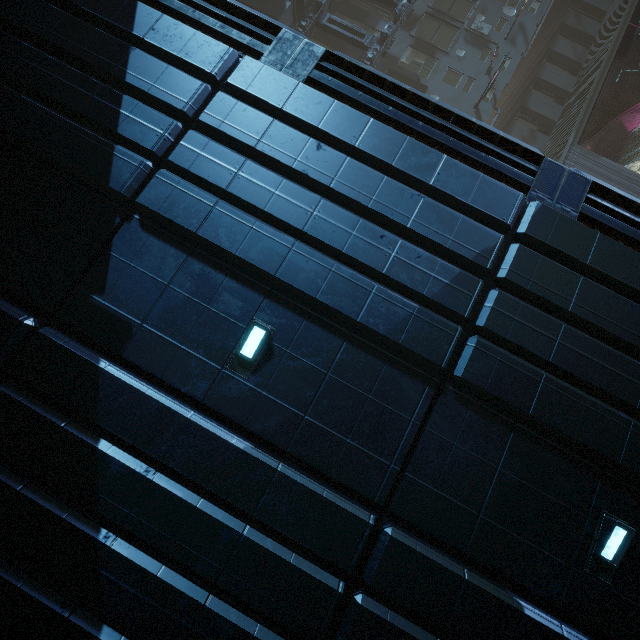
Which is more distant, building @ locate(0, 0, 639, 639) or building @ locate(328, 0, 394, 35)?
building @ locate(328, 0, 394, 35)

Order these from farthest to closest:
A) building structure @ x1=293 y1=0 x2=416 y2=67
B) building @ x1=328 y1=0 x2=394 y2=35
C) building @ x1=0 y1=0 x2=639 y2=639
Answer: building @ x1=328 y1=0 x2=394 y2=35 < building structure @ x1=293 y1=0 x2=416 y2=67 < building @ x1=0 y1=0 x2=639 y2=639

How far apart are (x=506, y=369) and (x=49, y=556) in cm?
701

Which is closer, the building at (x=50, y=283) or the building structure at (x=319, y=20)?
the building at (x=50, y=283)

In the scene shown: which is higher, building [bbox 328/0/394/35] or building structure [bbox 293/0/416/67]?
building [bbox 328/0/394/35]

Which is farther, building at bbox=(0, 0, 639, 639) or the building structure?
the building structure
